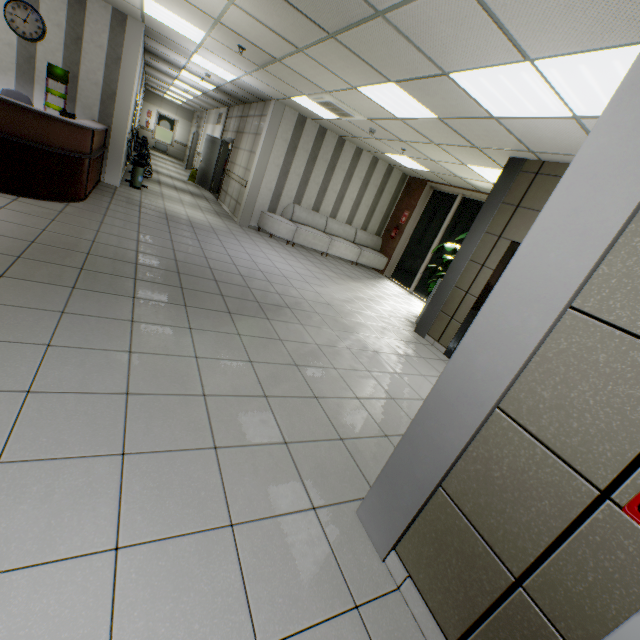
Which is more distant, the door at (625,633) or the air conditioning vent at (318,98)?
the air conditioning vent at (318,98)

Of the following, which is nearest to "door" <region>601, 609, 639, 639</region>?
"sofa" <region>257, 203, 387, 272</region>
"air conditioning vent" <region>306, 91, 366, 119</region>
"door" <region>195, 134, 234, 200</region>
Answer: "air conditioning vent" <region>306, 91, 366, 119</region>

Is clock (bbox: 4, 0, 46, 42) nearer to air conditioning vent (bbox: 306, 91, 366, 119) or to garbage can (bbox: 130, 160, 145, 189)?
garbage can (bbox: 130, 160, 145, 189)

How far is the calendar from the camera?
6.3 meters

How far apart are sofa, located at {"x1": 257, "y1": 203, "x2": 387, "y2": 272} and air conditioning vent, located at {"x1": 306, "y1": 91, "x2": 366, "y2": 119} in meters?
2.9

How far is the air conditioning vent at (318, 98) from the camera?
6.0m

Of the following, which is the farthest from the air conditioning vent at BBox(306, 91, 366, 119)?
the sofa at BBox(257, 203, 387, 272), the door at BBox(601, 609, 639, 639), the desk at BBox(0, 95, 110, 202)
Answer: the door at BBox(601, 609, 639, 639)

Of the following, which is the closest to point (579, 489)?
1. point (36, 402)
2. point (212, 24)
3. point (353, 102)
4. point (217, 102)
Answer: point (36, 402)
